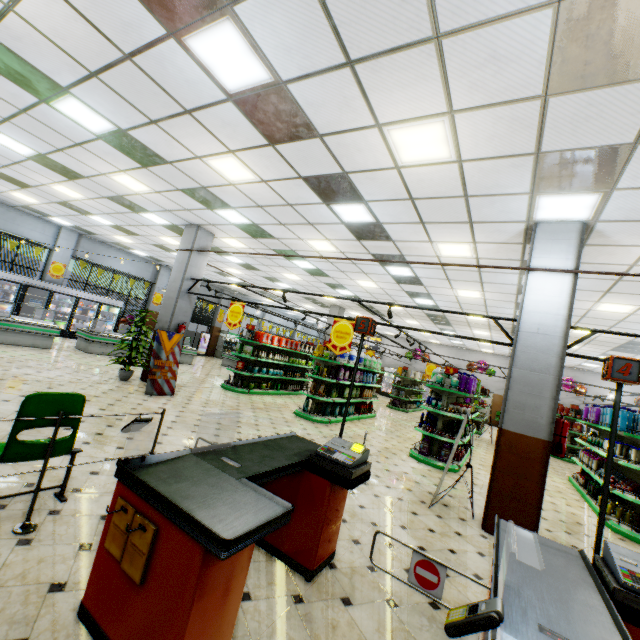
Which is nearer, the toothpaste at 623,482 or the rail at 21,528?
the rail at 21,528

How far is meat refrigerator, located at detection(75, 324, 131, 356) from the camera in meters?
12.2

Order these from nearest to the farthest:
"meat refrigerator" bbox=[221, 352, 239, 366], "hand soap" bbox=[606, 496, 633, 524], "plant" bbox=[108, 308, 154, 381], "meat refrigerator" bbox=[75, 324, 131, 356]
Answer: "hand soap" bbox=[606, 496, 633, 524]
"plant" bbox=[108, 308, 154, 381]
"meat refrigerator" bbox=[75, 324, 131, 356]
"meat refrigerator" bbox=[221, 352, 239, 366]

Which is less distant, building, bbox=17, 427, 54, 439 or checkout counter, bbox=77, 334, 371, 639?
checkout counter, bbox=77, 334, 371, 639

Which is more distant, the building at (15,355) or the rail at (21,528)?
the building at (15,355)

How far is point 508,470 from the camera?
4.8 meters

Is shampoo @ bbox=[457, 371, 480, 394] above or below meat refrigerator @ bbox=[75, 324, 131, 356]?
above

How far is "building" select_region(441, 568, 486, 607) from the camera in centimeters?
311cm
